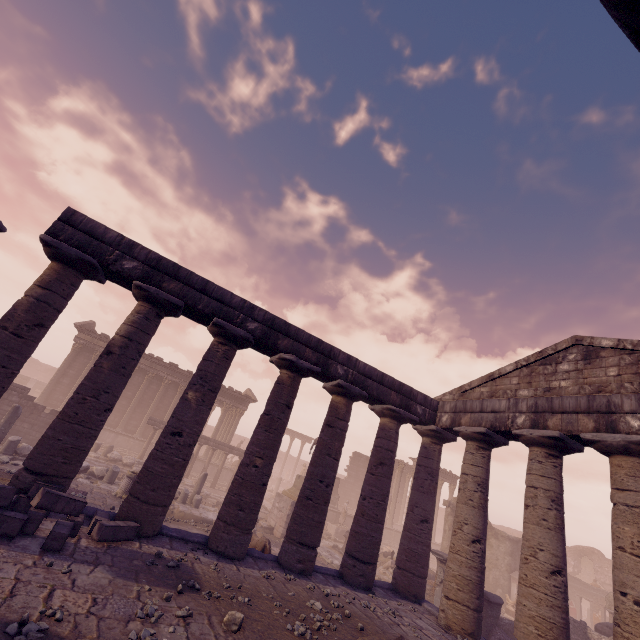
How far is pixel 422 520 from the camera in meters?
11.3

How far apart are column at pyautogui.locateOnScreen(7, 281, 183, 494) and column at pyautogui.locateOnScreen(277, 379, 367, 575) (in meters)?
5.32

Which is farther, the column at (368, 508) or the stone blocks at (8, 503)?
the column at (368, 508)

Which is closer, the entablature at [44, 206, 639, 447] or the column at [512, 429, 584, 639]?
the column at [512, 429, 584, 639]

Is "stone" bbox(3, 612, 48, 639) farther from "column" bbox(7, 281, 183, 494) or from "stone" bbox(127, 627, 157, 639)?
"column" bbox(7, 281, 183, 494)

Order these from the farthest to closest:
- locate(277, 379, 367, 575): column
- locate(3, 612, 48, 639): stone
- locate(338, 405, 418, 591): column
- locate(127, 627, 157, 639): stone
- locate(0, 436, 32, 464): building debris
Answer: locate(0, 436, 32, 464): building debris, locate(338, 405, 418, 591): column, locate(277, 379, 367, 575): column, locate(127, 627, 157, 639): stone, locate(3, 612, 48, 639): stone

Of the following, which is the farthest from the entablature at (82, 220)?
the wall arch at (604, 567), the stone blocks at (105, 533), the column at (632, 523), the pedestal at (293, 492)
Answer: the wall arch at (604, 567)

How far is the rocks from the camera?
5.04m
